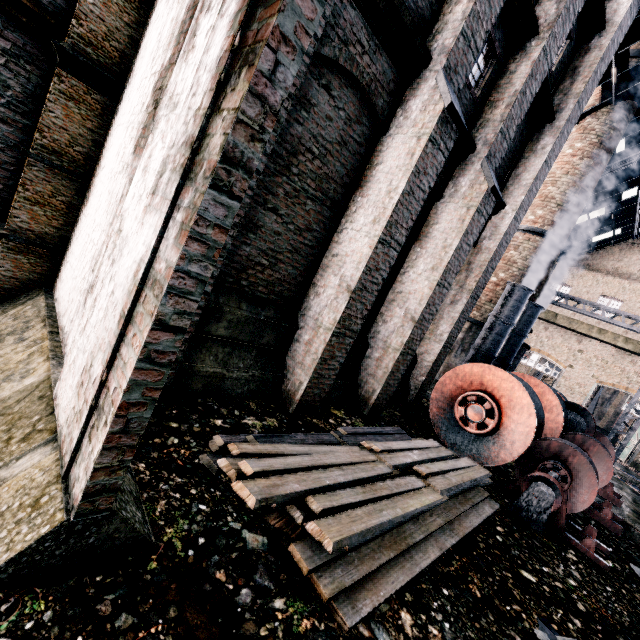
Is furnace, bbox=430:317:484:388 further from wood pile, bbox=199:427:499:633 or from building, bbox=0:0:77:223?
wood pile, bbox=199:427:499:633

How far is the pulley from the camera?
7.65m

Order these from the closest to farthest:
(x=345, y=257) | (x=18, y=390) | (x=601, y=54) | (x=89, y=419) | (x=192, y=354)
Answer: (x=89, y=419)
(x=18, y=390)
(x=192, y=354)
(x=345, y=257)
(x=601, y=54)

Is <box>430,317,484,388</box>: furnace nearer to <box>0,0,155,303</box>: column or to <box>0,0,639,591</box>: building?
<box>0,0,639,591</box>: building

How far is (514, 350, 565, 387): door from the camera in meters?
29.1

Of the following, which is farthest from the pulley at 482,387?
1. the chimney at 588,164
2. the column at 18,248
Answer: the column at 18,248

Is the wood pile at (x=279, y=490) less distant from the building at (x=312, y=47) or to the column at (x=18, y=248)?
the building at (x=312, y=47)

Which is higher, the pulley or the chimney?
the chimney
